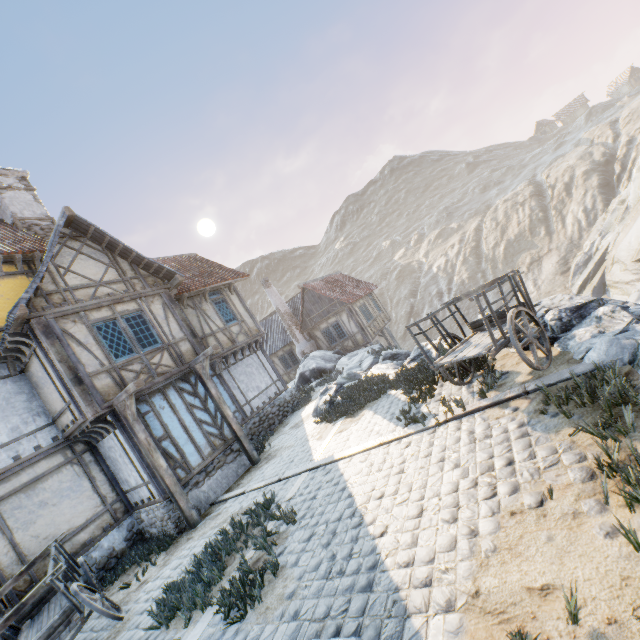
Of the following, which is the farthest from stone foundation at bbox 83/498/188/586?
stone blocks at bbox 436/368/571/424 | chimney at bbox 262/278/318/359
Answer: chimney at bbox 262/278/318/359

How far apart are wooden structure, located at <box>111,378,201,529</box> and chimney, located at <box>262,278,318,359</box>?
15.0m

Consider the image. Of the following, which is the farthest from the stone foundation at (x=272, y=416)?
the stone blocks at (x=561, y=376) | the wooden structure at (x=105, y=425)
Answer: the wooden structure at (x=105, y=425)

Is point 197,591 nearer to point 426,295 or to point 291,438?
point 291,438

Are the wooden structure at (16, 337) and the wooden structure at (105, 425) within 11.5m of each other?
yes

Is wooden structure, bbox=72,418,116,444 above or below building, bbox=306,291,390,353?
above

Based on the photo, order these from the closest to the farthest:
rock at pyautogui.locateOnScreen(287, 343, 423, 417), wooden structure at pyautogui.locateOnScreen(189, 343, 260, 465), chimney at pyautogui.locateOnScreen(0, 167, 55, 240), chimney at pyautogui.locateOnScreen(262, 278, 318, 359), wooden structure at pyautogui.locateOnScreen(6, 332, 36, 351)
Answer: wooden structure at pyautogui.locateOnScreen(6, 332, 36, 351), wooden structure at pyautogui.locateOnScreen(189, 343, 260, 465), rock at pyautogui.locateOnScreen(287, 343, 423, 417), chimney at pyautogui.locateOnScreen(0, 167, 55, 240), chimney at pyautogui.locateOnScreen(262, 278, 318, 359)

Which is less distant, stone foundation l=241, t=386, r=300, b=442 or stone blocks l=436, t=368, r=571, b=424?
stone blocks l=436, t=368, r=571, b=424
